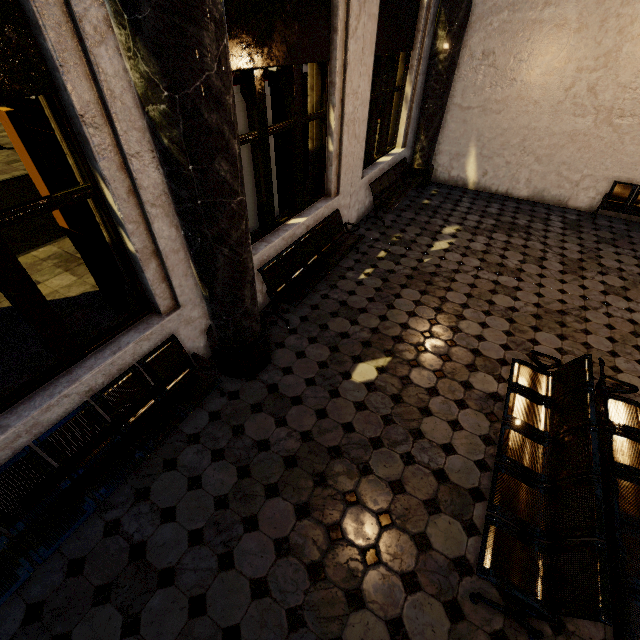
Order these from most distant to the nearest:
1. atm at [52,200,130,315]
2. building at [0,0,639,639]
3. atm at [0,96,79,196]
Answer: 1. atm at [52,200,130,315]
2. atm at [0,96,79,196]
3. building at [0,0,639,639]

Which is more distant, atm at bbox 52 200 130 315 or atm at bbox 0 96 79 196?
atm at bbox 52 200 130 315

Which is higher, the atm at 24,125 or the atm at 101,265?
the atm at 24,125

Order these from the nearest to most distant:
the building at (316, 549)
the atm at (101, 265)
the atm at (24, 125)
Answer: the building at (316, 549)
the atm at (24, 125)
the atm at (101, 265)

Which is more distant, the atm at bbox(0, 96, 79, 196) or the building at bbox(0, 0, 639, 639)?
the atm at bbox(0, 96, 79, 196)

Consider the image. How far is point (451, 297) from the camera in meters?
5.6 m

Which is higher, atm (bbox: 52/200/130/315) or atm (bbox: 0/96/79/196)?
atm (bbox: 0/96/79/196)
